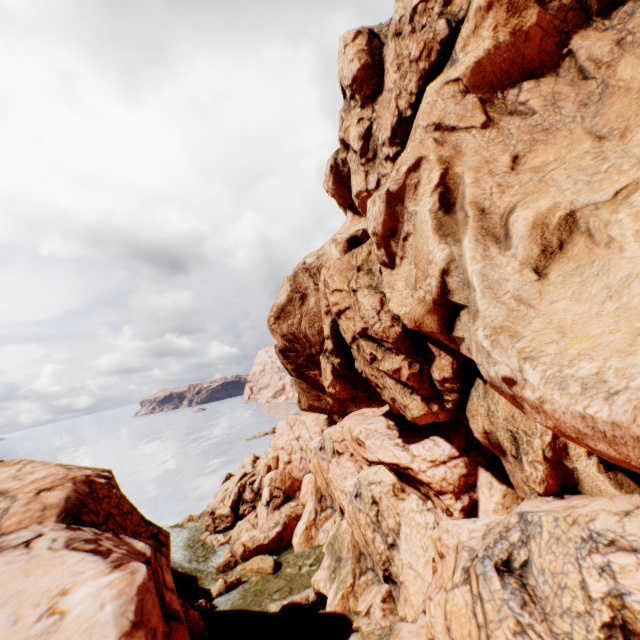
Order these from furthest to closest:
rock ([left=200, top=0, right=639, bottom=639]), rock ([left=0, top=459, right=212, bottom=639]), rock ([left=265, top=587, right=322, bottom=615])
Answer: rock ([left=265, top=587, right=322, bottom=615]), rock ([left=0, top=459, right=212, bottom=639]), rock ([left=200, top=0, right=639, bottom=639])

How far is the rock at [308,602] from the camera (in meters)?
20.41

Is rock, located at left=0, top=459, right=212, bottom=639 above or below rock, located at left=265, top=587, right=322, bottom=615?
above

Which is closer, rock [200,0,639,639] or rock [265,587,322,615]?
rock [200,0,639,639]

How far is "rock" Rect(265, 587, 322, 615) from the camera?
20.41m

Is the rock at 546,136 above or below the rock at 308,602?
above

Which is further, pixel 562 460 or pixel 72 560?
pixel 72 560
